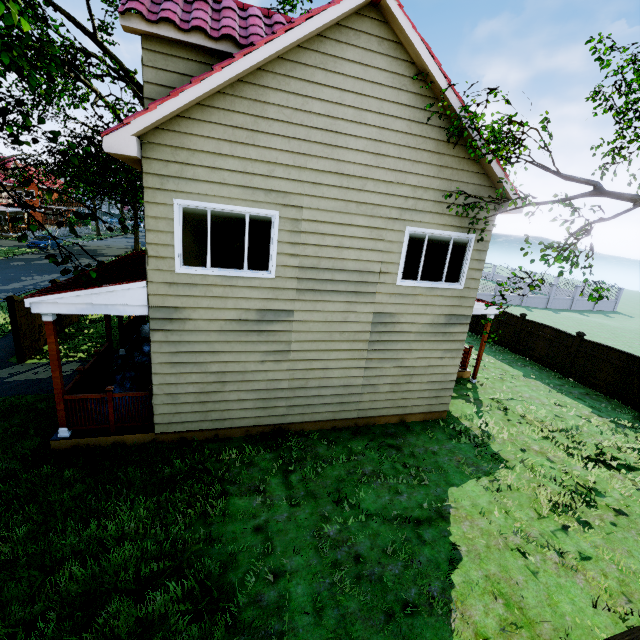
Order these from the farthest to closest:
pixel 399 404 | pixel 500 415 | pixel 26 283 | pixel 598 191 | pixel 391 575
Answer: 1. pixel 26 283
2. pixel 500 415
3. pixel 399 404
4. pixel 598 191
5. pixel 391 575

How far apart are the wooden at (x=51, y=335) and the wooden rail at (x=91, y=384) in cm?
1

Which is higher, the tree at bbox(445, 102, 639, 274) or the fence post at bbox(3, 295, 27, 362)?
the tree at bbox(445, 102, 639, 274)

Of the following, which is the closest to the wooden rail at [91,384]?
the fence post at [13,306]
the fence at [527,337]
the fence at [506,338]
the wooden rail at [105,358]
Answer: the wooden rail at [105,358]

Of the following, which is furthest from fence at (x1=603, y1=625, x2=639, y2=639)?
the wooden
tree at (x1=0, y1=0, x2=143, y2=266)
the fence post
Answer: the wooden

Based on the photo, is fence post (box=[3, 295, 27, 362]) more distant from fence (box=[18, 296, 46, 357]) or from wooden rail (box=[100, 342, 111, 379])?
wooden rail (box=[100, 342, 111, 379])

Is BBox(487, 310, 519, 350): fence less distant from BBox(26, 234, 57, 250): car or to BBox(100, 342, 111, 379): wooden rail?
BBox(100, 342, 111, 379): wooden rail

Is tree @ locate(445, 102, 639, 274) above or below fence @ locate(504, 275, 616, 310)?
above
